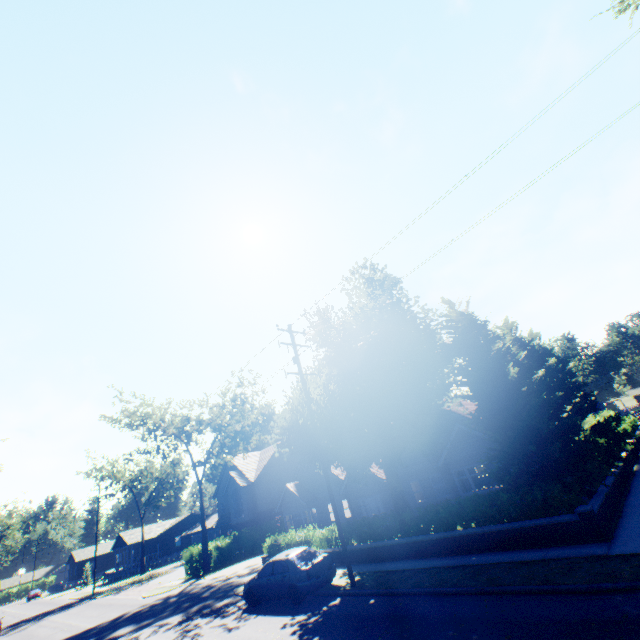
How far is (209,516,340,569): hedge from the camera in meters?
18.5

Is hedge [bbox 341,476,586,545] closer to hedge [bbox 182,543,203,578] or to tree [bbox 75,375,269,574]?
tree [bbox 75,375,269,574]

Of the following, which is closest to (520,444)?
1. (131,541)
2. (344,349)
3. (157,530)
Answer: (344,349)

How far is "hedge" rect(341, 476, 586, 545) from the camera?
11.2m

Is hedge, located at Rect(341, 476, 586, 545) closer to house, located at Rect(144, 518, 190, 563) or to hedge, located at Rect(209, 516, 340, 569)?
hedge, located at Rect(209, 516, 340, 569)

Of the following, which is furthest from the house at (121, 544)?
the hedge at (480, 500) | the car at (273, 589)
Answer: the hedge at (480, 500)

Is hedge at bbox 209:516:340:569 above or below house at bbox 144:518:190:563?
below

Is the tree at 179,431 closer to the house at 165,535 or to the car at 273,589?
the car at 273,589
